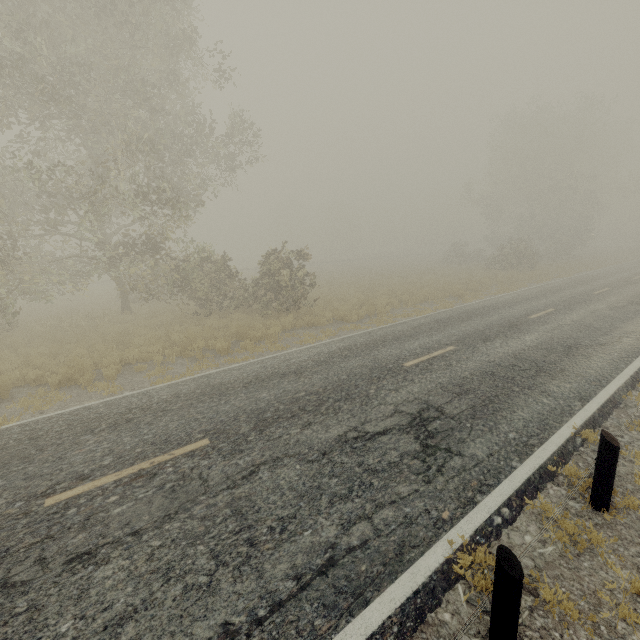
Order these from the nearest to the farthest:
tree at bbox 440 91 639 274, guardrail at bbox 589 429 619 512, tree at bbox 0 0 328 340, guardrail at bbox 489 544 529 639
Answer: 1. guardrail at bbox 489 544 529 639
2. guardrail at bbox 589 429 619 512
3. tree at bbox 0 0 328 340
4. tree at bbox 440 91 639 274

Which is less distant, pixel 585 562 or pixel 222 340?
pixel 585 562

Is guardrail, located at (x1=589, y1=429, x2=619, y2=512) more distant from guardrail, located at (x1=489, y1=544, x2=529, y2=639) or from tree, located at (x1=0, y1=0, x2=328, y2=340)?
tree, located at (x1=0, y1=0, x2=328, y2=340)

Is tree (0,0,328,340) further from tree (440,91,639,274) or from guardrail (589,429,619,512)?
tree (440,91,639,274)

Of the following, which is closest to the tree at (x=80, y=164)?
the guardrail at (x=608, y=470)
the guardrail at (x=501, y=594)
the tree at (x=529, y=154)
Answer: the guardrail at (x=501, y=594)

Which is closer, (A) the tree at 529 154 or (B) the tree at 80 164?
(B) the tree at 80 164

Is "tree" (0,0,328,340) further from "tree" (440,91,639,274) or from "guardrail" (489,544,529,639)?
"tree" (440,91,639,274)
